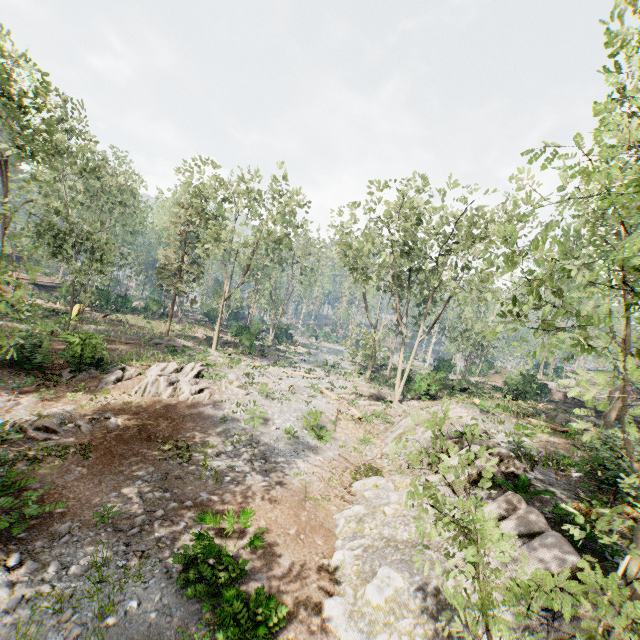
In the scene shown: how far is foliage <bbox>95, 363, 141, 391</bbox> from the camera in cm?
1884

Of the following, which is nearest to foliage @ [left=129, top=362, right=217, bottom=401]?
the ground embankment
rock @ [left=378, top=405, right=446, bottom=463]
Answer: rock @ [left=378, top=405, right=446, bottom=463]

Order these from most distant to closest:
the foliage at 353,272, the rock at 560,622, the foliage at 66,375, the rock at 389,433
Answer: the foliage at 66,375, the rock at 389,433, the rock at 560,622, the foliage at 353,272

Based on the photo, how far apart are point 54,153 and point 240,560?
25.0m

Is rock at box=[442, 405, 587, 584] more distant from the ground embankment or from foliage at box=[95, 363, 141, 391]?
the ground embankment

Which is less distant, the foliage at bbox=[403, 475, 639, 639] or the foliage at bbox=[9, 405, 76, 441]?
the foliage at bbox=[403, 475, 639, 639]

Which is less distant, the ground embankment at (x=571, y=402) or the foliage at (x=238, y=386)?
the foliage at (x=238, y=386)
